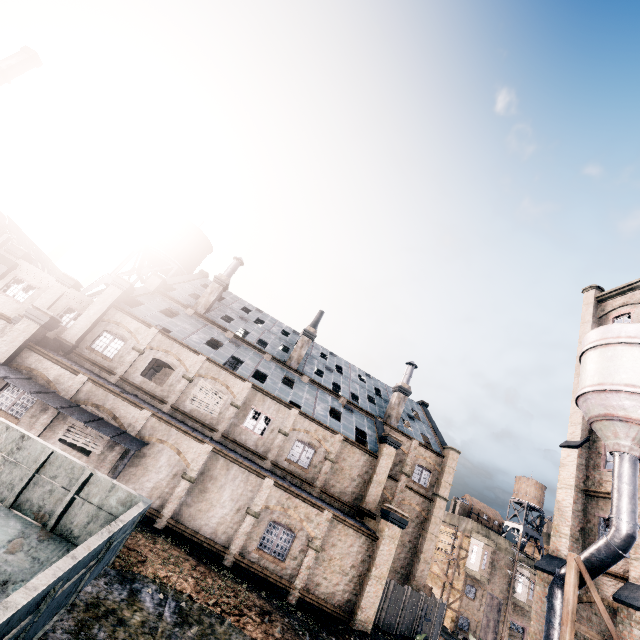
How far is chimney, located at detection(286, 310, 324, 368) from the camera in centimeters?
3397cm

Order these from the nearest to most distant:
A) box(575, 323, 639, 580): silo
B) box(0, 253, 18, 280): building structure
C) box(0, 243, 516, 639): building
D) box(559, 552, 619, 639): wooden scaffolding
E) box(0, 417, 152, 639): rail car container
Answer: box(0, 417, 152, 639): rail car container
box(559, 552, 619, 639): wooden scaffolding
box(575, 323, 639, 580): silo
box(0, 243, 516, 639): building
box(0, 253, 18, 280): building structure

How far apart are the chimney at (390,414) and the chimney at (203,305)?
21.98m

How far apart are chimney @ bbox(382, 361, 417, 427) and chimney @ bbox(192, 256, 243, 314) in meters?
22.0 m

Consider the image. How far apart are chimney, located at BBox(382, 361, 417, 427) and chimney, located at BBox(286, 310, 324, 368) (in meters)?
10.78

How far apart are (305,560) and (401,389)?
20.31m

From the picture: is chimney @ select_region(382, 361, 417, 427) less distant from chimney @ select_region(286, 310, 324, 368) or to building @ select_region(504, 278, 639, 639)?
building @ select_region(504, 278, 639, 639)

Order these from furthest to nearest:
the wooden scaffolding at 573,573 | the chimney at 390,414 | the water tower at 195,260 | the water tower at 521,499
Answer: the water tower at 521,499, the water tower at 195,260, the chimney at 390,414, the wooden scaffolding at 573,573
